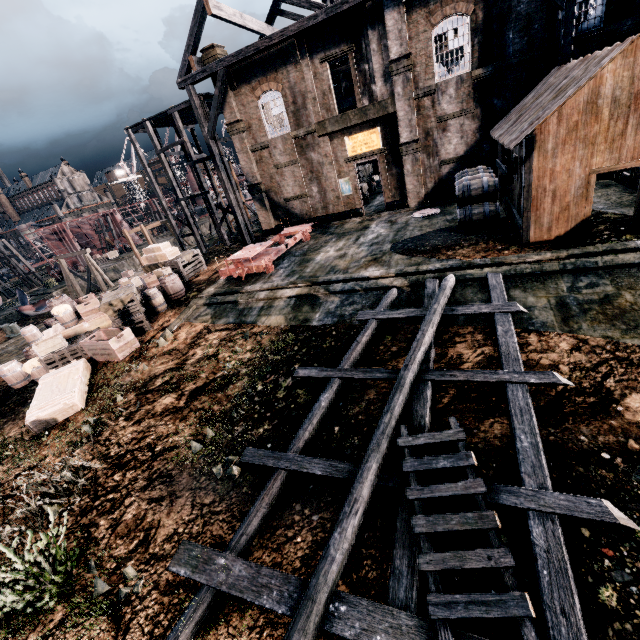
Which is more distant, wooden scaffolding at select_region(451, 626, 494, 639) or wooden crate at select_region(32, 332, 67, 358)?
wooden crate at select_region(32, 332, 67, 358)

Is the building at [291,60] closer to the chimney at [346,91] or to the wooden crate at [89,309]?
the wooden crate at [89,309]

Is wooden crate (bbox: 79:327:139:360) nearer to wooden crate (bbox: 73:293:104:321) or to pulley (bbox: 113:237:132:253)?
wooden crate (bbox: 73:293:104:321)

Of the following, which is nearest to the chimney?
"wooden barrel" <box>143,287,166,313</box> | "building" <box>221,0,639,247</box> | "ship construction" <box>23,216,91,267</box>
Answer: "wooden barrel" <box>143,287,166,313</box>

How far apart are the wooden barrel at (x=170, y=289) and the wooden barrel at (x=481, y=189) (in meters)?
15.34

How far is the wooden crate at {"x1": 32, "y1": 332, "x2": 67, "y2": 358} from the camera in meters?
15.0

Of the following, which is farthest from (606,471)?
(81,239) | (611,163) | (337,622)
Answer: (81,239)

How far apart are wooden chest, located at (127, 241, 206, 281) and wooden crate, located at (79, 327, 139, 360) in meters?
7.9 m
